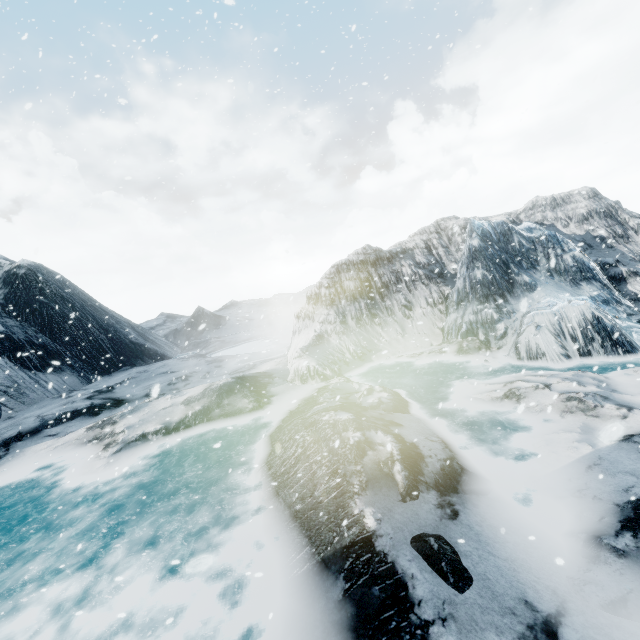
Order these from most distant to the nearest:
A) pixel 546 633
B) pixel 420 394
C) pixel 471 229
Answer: pixel 471 229
pixel 420 394
pixel 546 633
